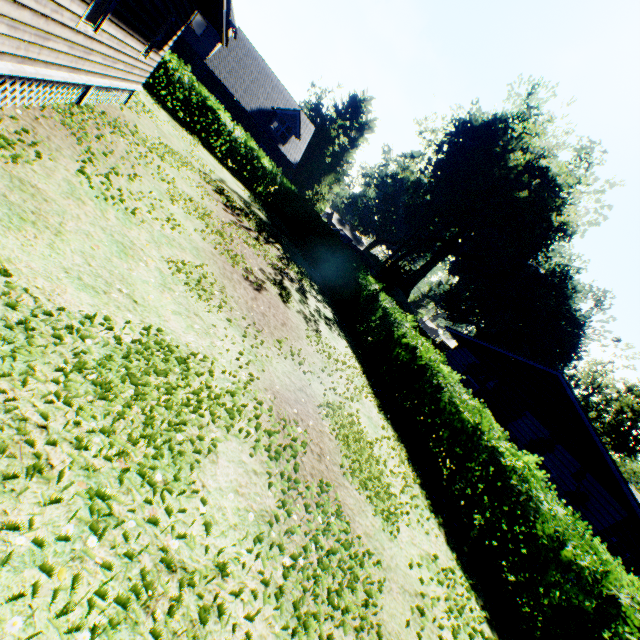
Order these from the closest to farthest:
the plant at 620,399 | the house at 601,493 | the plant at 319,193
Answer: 1. the house at 601,493
2. the plant at 620,399
3. the plant at 319,193

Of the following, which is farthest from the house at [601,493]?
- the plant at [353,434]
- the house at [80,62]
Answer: the house at [80,62]

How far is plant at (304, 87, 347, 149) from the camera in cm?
5410

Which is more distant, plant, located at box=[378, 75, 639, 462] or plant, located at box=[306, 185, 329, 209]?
plant, located at box=[306, 185, 329, 209]

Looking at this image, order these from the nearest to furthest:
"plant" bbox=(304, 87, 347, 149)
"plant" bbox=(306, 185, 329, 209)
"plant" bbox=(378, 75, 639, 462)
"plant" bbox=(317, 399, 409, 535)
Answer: "plant" bbox=(317, 399, 409, 535) < "plant" bbox=(378, 75, 639, 462) < "plant" bbox=(306, 185, 329, 209) < "plant" bbox=(304, 87, 347, 149)

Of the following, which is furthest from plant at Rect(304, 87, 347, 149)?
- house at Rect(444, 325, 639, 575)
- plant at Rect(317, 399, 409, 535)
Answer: house at Rect(444, 325, 639, 575)

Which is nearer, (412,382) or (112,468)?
(112,468)
